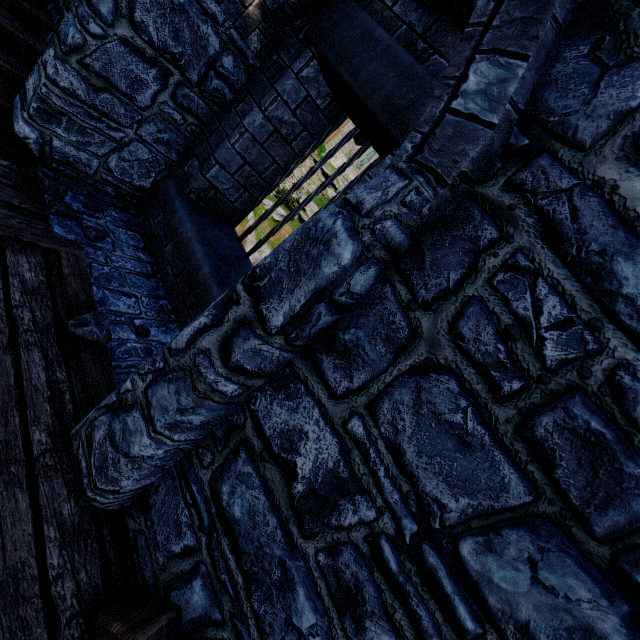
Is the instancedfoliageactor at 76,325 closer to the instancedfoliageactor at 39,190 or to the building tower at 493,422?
the building tower at 493,422

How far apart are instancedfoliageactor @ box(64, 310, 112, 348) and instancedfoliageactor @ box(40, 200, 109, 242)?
1.1 meters

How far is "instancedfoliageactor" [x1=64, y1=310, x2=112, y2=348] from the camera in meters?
2.4 m

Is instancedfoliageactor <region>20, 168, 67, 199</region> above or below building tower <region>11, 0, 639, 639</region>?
below

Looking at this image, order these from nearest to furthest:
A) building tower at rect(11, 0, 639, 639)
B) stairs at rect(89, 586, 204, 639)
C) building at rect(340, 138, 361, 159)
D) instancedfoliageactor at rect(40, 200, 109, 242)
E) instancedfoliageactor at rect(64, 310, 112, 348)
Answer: building tower at rect(11, 0, 639, 639), stairs at rect(89, 586, 204, 639), instancedfoliageactor at rect(64, 310, 112, 348), instancedfoliageactor at rect(40, 200, 109, 242), building at rect(340, 138, 361, 159)

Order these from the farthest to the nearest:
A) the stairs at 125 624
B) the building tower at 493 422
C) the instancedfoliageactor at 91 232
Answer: the instancedfoliageactor at 91 232
the stairs at 125 624
the building tower at 493 422

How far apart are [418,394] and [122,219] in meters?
4.0

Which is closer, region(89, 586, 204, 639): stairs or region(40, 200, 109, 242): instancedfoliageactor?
region(89, 586, 204, 639): stairs
